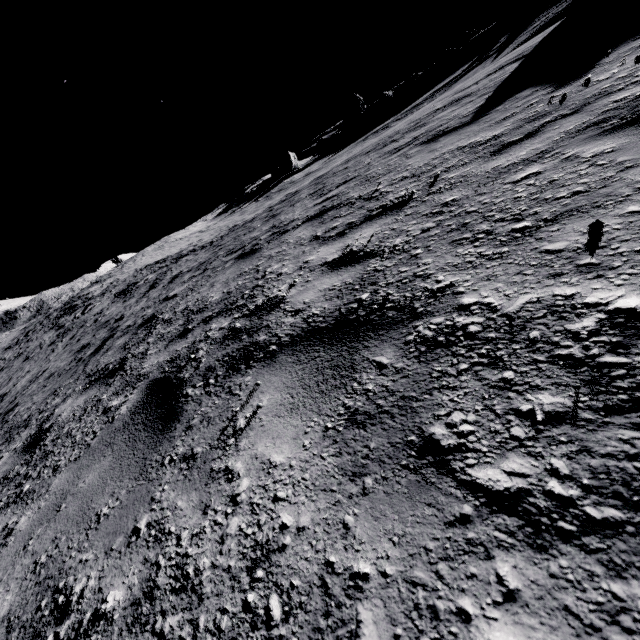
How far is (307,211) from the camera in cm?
657

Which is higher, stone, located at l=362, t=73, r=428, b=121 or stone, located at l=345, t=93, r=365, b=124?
stone, located at l=345, t=93, r=365, b=124

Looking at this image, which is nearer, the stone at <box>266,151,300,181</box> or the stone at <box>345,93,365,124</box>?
the stone at <box>266,151,300,181</box>

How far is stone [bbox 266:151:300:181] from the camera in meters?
41.7 m

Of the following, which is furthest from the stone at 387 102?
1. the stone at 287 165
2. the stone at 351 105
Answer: the stone at 287 165

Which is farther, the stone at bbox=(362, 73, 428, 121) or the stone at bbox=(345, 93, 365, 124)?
the stone at bbox=(345, 93, 365, 124)

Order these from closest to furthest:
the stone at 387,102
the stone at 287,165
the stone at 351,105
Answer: the stone at 387,102
the stone at 287,165
the stone at 351,105

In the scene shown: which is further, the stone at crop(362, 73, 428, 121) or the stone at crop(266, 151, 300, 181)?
the stone at crop(266, 151, 300, 181)
